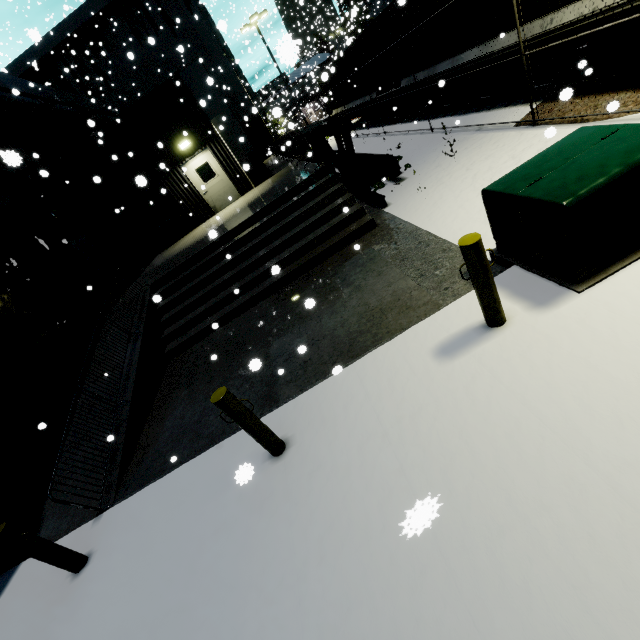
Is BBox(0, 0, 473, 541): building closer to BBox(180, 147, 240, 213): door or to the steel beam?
BBox(180, 147, 240, 213): door

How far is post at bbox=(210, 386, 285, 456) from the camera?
3.44m

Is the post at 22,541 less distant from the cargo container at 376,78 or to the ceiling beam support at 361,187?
the cargo container at 376,78

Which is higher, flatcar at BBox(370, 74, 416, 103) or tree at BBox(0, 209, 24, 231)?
tree at BBox(0, 209, 24, 231)

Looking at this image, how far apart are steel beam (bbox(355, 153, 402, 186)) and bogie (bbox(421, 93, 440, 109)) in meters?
4.2

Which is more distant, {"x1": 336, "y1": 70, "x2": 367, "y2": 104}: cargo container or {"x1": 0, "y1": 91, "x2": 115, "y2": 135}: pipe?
{"x1": 336, "y1": 70, "x2": 367, "y2": 104}: cargo container

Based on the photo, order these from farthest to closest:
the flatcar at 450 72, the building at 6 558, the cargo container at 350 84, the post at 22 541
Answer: the cargo container at 350 84
the flatcar at 450 72
the building at 6 558
the post at 22 541

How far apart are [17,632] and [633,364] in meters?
7.5 m
